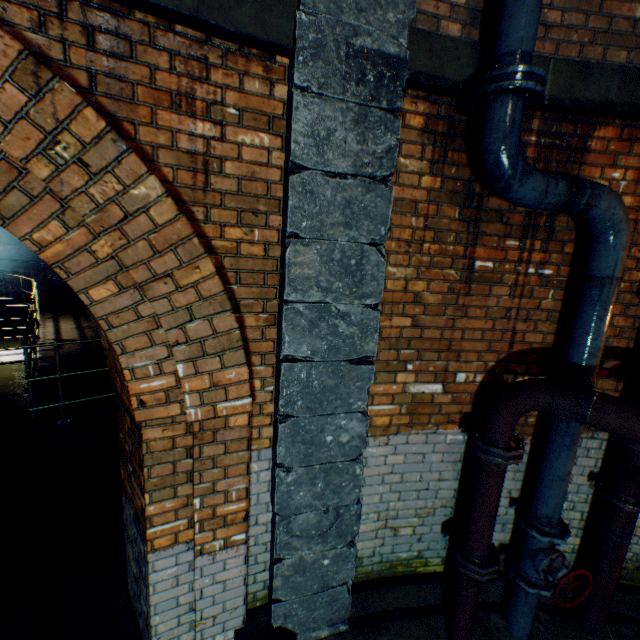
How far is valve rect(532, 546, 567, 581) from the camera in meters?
2.5 m

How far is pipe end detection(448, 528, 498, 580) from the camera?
2.5 meters

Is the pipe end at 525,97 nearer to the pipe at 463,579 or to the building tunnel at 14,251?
the pipe at 463,579

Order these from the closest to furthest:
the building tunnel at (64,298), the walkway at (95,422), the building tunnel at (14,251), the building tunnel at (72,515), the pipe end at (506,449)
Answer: the pipe end at (506,449) < the building tunnel at (72,515) < the walkway at (95,422) < the building tunnel at (64,298) < the building tunnel at (14,251)

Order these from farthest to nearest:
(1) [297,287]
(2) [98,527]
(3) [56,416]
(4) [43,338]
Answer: (4) [43,338]
(3) [56,416]
(2) [98,527]
(1) [297,287]

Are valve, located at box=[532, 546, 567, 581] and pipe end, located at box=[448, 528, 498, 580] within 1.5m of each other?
yes

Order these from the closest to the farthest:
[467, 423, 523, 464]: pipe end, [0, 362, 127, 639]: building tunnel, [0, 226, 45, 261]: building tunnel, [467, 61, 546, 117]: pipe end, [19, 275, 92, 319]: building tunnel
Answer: [467, 61, 546, 117]: pipe end < [467, 423, 523, 464]: pipe end < [0, 362, 127, 639]: building tunnel < [19, 275, 92, 319]: building tunnel < [0, 226, 45, 261]: building tunnel

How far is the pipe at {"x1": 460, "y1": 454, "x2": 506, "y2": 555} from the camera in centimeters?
239cm
